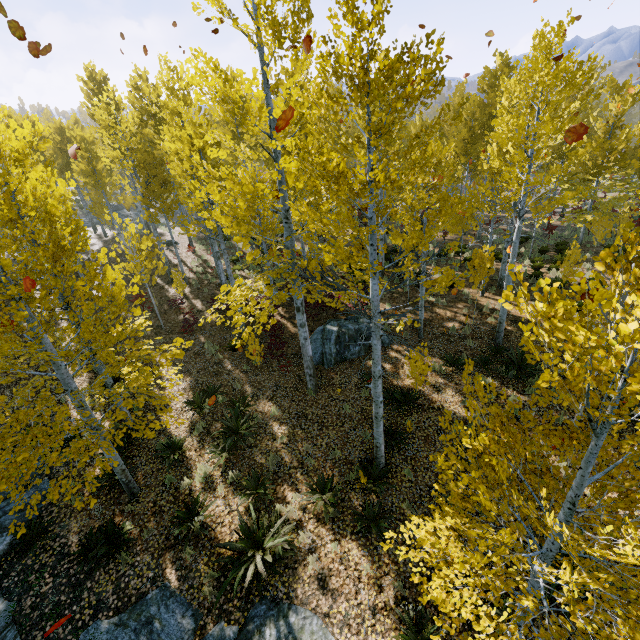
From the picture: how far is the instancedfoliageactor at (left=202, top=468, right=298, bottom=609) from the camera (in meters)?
6.33

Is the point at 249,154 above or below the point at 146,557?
above

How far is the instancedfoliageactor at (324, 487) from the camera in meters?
7.3

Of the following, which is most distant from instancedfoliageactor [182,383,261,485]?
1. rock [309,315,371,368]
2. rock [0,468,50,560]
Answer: rock [309,315,371,368]

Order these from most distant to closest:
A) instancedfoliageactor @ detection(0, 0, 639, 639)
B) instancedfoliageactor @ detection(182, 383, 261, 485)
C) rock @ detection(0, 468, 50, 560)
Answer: instancedfoliageactor @ detection(182, 383, 261, 485) < rock @ detection(0, 468, 50, 560) < instancedfoliageactor @ detection(0, 0, 639, 639)

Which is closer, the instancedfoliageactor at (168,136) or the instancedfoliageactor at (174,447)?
the instancedfoliageactor at (168,136)
